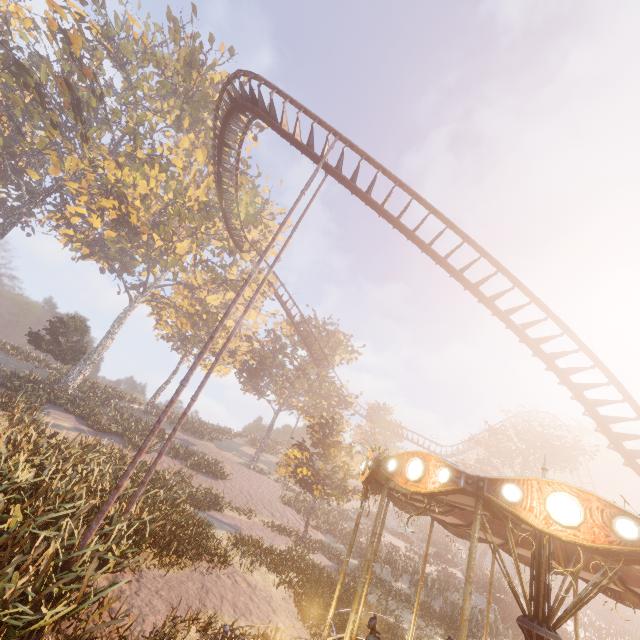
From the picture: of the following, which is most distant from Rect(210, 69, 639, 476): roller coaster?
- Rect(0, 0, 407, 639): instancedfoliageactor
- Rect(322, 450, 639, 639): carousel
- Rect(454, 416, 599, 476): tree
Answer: Rect(454, 416, 599, 476): tree

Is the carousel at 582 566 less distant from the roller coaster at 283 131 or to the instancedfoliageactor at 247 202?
the roller coaster at 283 131

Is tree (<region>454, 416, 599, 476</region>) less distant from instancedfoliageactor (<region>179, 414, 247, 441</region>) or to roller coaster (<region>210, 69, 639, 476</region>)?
roller coaster (<region>210, 69, 639, 476</region>)

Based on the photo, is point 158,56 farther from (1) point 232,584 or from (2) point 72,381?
(1) point 232,584

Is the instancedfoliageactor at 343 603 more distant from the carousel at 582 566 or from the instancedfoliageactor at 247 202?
the instancedfoliageactor at 247 202

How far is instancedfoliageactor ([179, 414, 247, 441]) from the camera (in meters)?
38.77

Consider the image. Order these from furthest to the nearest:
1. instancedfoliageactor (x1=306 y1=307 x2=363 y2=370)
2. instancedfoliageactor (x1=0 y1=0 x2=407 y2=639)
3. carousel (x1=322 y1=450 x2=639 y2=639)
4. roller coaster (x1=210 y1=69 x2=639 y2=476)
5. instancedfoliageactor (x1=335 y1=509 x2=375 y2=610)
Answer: instancedfoliageactor (x1=306 y1=307 x2=363 y2=370), roller coaster (x1=210 y1=69 x2=639 y2=476), instancedfoliageactor (x1=335 y1=509 x2=375 y2=610), instancedfoliageactor (x1=0 y1=0 x2=407 y2=639), carousel (x1=322 y1=450 x2=639 y2=639)

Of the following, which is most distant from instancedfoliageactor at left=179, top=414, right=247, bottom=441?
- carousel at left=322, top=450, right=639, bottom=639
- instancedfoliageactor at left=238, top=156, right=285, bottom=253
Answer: instancedfoliageactor at left=238, top=156, right=285, bottom=253
